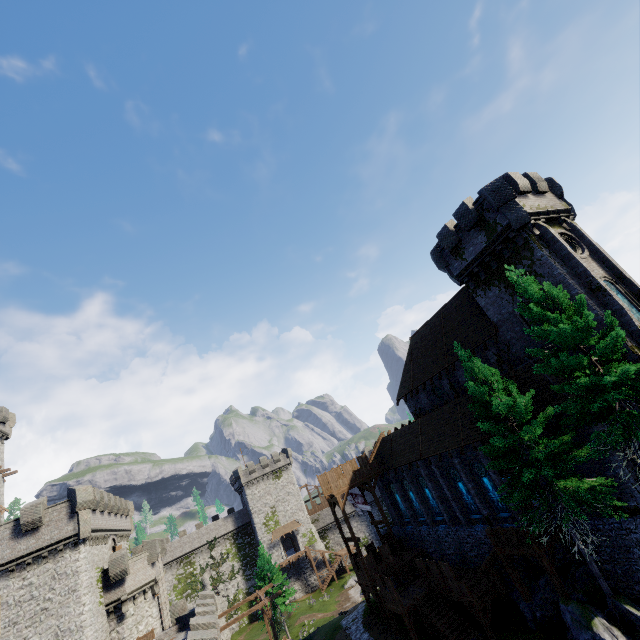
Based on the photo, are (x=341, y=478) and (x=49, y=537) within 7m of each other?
no

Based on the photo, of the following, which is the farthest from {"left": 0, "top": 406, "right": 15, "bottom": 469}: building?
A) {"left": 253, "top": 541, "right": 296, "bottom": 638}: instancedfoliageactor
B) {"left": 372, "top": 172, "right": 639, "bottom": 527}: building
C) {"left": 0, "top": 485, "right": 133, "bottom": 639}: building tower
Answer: {"left": 372, "top": 172, "right": 639, "bottom": 527}: building

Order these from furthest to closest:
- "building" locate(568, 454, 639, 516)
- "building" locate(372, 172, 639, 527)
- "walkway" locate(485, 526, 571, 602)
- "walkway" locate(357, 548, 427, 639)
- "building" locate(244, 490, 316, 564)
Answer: "building" locate(244, 490, 316, 564), "walkway" locate(357, 548, 427, 639), "building" locate(372, 172, 639, 527), "walkway" locate(485, 526, 571, 602), "building" locate(568, 454, 639, 516)

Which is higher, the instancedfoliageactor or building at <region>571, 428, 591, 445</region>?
building at <region>571, 428, 591, 445</region>

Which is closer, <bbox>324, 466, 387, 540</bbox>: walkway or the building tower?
the building tower

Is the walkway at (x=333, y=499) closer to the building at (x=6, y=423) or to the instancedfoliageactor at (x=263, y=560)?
the instancedfoliageactor at (x=263, y=560)

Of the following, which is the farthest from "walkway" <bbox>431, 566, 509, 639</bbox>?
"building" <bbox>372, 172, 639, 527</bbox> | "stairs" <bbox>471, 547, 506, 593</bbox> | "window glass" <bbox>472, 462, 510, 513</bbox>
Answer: "window glass" <bbox>472, 462, 510, 513</bbox>

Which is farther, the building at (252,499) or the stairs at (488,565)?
the building at (252,499)
